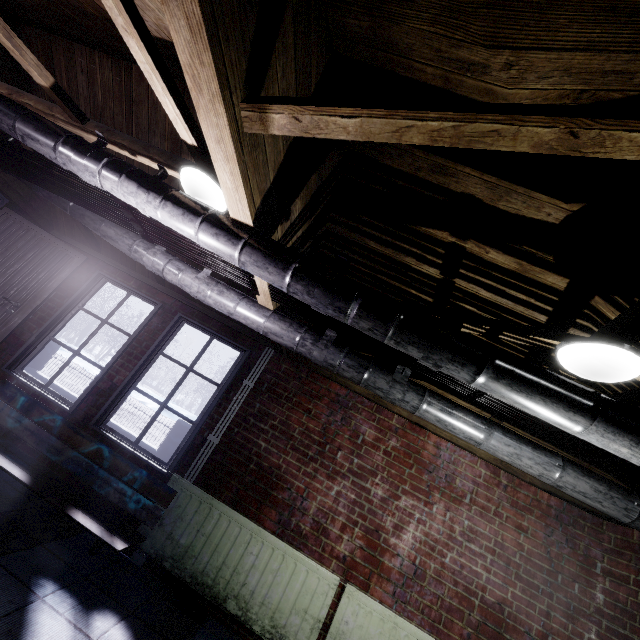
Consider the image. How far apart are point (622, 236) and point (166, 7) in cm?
228

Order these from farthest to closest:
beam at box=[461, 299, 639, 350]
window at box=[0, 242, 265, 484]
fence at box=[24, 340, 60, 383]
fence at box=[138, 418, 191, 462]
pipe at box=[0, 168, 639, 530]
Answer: fence at box=[24, 340, 60, 383] < fence at box=[138, 418, 191, 462] < window at box=[0, 242, 265, 484] < pipe at box=[0, 168, 639, 530] < beam at box=[461, 299, 639, 350]

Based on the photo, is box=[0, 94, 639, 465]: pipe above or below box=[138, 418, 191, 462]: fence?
above

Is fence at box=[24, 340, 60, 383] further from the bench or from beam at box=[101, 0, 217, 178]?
beam at box=[101, 0, 217, 178]

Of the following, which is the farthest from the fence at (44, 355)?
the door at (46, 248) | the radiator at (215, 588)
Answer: the door at (46, 248)

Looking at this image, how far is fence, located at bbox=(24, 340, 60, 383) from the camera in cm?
796

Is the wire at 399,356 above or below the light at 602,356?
below
